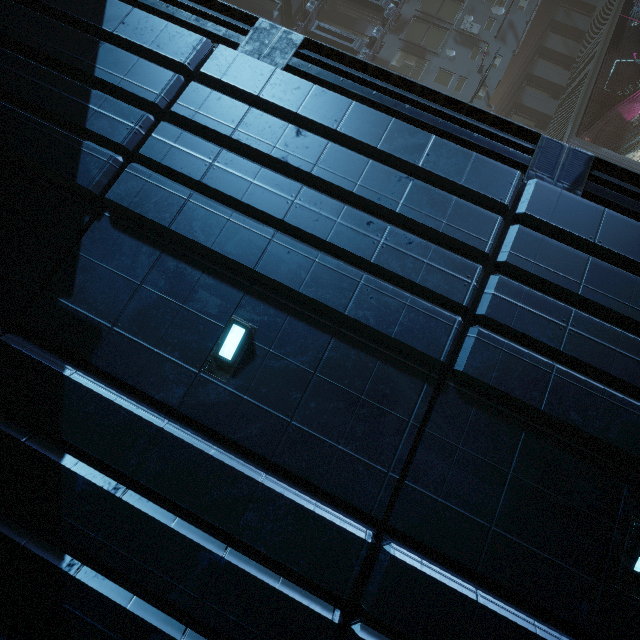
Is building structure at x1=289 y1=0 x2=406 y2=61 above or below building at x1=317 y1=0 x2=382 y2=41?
below

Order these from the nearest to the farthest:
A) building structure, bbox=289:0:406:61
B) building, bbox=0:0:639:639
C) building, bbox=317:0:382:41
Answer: building, bbox=0:0:639:639
building structure, bbox=289:0:406:61
building, bbox=317:0:382:41

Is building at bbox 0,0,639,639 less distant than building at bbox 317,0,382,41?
Yes

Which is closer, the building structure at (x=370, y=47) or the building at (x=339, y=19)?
the building structure at (x=370, y=47)

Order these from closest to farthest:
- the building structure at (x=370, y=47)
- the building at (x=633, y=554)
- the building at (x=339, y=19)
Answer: the building at (x=633, y=554)
the building structure at (x=370, y=47)
the building at (x=339, y=19)

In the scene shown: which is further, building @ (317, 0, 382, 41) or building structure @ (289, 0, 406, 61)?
building @ (317, 0, 382, 41)

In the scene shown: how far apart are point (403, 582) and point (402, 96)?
7.9m
